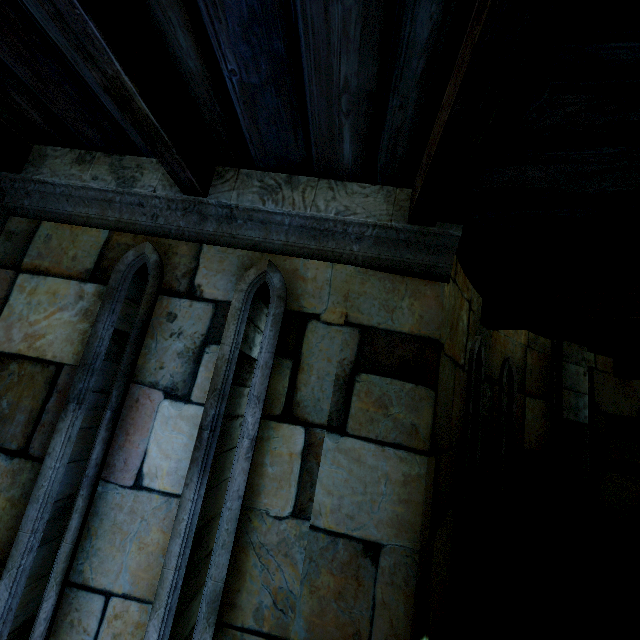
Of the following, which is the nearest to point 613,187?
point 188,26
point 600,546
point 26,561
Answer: point 188,26
